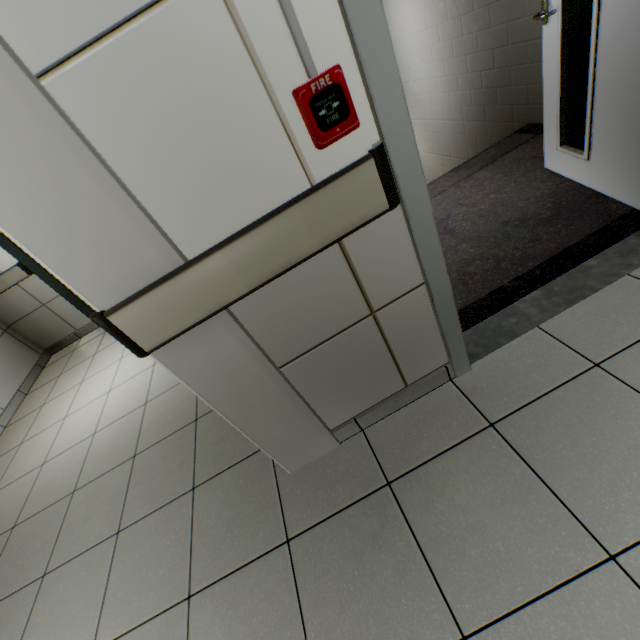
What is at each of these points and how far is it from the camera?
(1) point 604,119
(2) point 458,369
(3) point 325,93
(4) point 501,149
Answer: (1) door, 1.8m
(2) door, 1.5m
(3) fire alarm, 0.8m
(4) stairs, 3.0m

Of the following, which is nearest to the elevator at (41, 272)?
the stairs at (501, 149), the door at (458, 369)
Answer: the stairs at (501, 149)

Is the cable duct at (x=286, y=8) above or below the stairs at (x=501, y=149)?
above

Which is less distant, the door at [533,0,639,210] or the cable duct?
the cable duct

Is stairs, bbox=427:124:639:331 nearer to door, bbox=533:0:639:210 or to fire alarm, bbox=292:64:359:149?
door, bbox=533:0:639:210

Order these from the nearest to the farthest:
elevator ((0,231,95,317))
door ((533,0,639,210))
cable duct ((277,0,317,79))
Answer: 1. cable duct ((277,0,317,79))
2. door ((533,0,639,210))
3. elevator ((0,231,95,317))

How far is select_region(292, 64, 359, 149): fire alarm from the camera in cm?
77

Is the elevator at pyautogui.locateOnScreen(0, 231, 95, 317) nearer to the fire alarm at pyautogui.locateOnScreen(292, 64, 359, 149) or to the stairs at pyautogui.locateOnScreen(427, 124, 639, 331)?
the stairs at pyautogui.locateOnScreen(427, 124, 639, 331)
